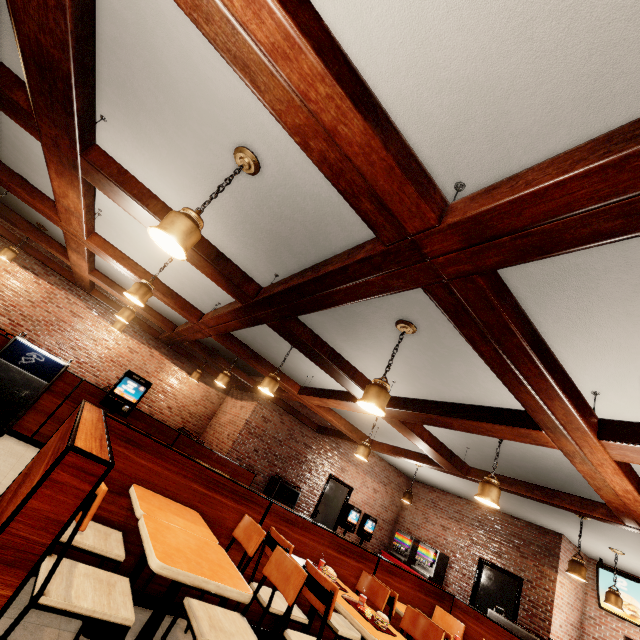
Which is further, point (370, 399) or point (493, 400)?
point (493, 400)
